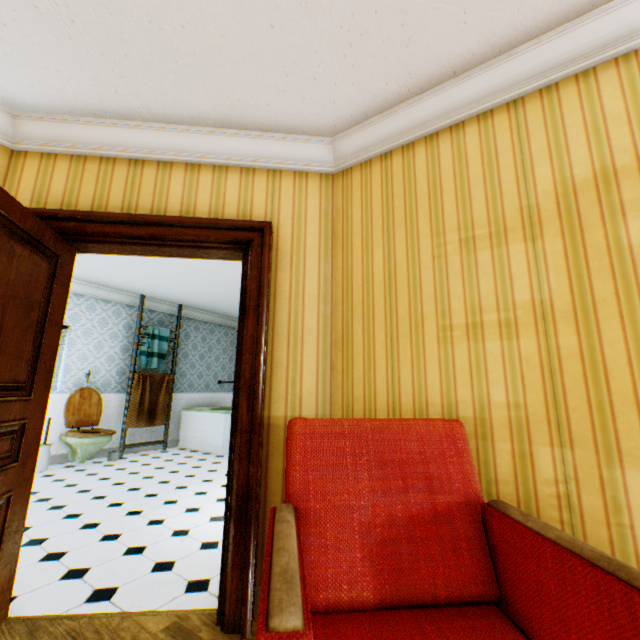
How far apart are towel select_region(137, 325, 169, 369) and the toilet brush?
1.6m

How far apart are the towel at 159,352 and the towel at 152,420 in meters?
0.1

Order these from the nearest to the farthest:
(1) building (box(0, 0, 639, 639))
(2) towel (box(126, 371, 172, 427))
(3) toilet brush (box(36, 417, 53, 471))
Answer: (1) building (box(0, 0, 639, 639)) → (3) toilet brush (box(36, 417, 53, 471)) → (2) towel (box(126, 371, 172, 427))

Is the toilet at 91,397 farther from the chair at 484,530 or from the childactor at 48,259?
the chair at 484,530

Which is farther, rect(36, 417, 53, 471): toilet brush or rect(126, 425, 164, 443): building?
rect(126, 425, 164, 443): building

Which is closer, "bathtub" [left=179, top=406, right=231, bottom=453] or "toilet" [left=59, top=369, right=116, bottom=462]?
"toilet" [left=59, top=369, right=116, bottom=462]

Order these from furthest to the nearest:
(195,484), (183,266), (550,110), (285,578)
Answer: (183,266), (195,484), (550,110), (285,578)

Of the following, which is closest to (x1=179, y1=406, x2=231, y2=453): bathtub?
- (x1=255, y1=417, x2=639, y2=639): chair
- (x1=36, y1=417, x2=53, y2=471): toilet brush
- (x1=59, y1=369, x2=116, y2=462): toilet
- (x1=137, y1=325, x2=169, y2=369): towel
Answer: (x1=137, y1=325, x2=169, y2=369): towel
